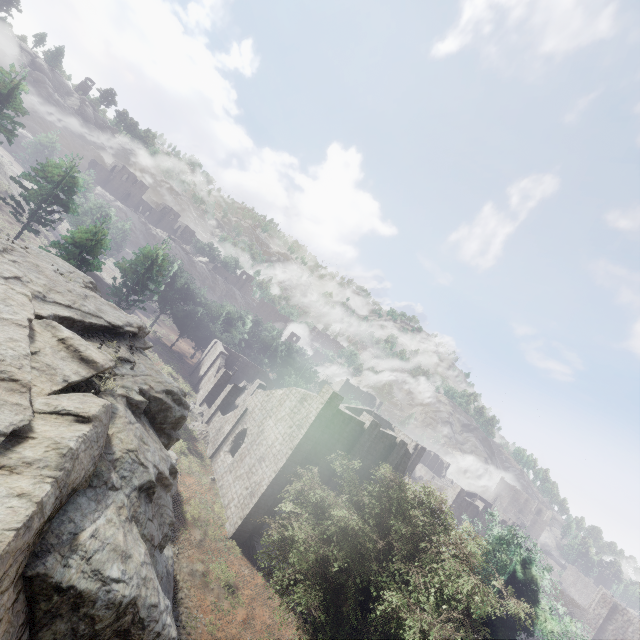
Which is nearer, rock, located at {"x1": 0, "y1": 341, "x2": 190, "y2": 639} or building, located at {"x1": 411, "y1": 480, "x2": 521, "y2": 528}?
rock, located at {"x1": 0, "y1": 341, "x2": 190, "y2": 639}

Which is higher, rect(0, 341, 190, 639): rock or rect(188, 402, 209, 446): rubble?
rect(0, 341, 190, 639): rock

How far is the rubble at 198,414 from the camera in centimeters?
3291cm

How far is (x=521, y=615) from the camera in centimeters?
2311cm

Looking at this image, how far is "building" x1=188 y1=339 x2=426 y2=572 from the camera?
23.5m

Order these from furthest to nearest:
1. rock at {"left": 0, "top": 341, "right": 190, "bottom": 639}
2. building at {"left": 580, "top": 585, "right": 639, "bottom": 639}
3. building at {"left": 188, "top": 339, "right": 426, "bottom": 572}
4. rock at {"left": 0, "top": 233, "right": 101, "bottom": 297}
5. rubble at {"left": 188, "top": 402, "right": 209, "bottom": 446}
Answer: building at {"left": 580, "top": 585, "right": 639, "bottom": 639}, rubble at {"left": 188, "top": 402, "right": 209, "bottom": 446}, building at {"left": 188, "top": 339, "right": 426, "bottom": 572}, rock at {"left": 0, "top": 233, "right": 101, "bottom": 297}, rock at {"left": 0, "top": 341, "right": 190, "bottom": 639}

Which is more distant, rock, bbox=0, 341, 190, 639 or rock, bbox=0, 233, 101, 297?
rock, bbox=0, 233, 101, 297

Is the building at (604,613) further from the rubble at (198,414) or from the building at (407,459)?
the rubble at (198,414)
